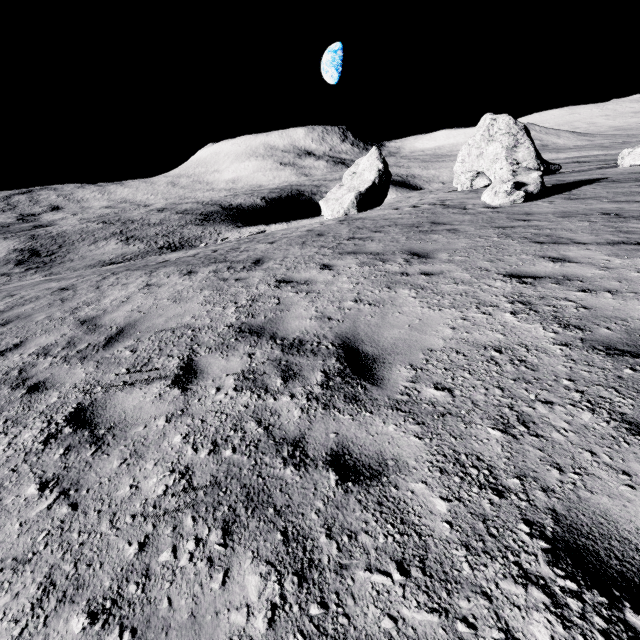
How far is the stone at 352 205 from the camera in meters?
29.2

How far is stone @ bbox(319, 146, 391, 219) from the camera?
29.2m

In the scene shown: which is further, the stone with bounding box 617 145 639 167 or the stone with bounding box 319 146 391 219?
the stone with bounding box 319 146 391 219

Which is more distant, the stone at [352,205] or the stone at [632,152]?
the stone at [352,205]

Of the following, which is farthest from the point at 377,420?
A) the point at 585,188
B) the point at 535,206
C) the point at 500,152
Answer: the point at 500,152
